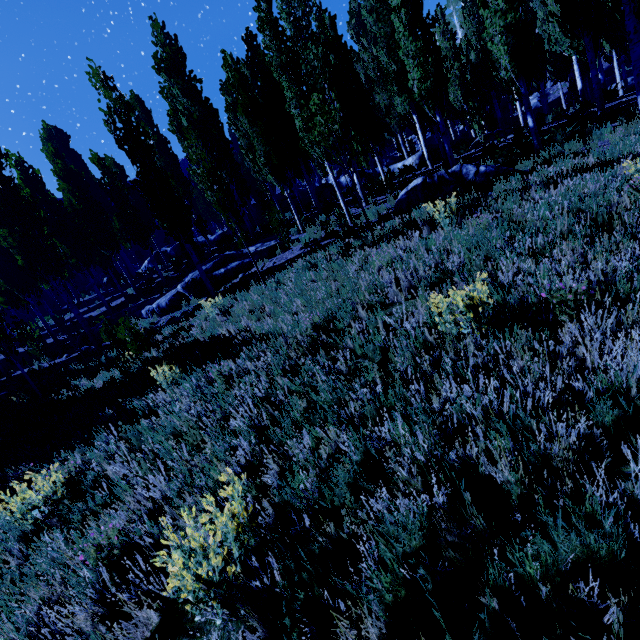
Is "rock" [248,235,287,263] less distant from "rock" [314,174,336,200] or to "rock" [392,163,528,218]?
"rock" [392,163,528,218]

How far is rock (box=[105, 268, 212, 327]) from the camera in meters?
14.5

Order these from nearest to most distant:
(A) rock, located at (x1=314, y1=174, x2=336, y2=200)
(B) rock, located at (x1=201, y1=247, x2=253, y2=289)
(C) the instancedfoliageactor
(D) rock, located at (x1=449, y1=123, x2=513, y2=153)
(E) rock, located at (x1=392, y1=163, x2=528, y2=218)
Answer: (C) the instancedfoliageactor
(E) rock, located at (x1=392, y1=163, x2=528, y2=218)
(B) rock, located at (x1=201, y1=247, x2=253, y2=289)
(D) rock, located at (x1=449, y1=123, x2=513, y2=153)
(A) rock, located at (x1=314, y1=174, x2=336, y2=200)

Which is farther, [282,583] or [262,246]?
[262,246]

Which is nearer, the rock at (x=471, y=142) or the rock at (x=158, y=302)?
the rock at (x=158, y=302)

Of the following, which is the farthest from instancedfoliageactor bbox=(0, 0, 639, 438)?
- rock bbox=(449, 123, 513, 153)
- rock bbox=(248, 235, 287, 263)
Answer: rock bbox=(248, 235, 287, 263)

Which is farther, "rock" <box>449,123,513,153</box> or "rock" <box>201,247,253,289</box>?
"rock" <box>449,123,513,153</box>
